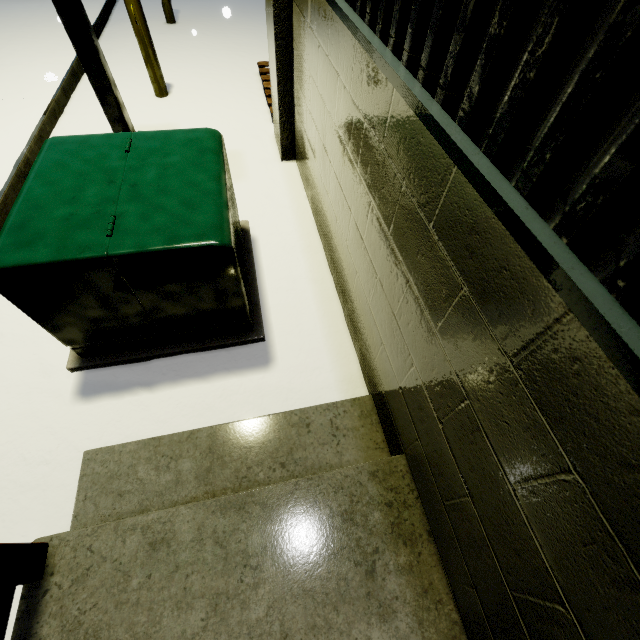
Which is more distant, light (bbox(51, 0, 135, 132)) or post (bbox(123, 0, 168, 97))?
post (bbox(123, 0, 168, 97))

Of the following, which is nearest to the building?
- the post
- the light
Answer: the light

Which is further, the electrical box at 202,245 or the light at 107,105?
the light at 107,105

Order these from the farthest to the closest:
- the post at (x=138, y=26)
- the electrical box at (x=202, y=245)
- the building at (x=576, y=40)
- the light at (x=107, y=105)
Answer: the post at (x=138, y=26) → the light at (x=107, y=105) → the electrical box at (x=202, y=245) → the building at (x=576, y=40)

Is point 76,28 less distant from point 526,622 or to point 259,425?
point 259,425

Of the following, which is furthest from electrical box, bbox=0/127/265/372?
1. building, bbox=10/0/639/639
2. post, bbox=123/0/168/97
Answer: post, bbox=123/0/168/97

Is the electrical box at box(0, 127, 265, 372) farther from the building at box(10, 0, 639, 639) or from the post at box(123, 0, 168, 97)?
the post at box(123, 0, 168, 97)

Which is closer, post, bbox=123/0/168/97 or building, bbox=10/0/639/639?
building, bbox=10/0/639/639
